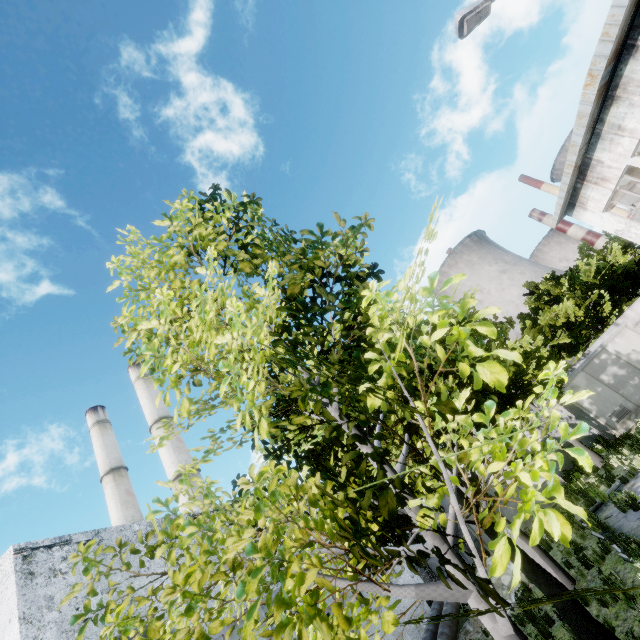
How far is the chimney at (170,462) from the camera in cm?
A: 2779

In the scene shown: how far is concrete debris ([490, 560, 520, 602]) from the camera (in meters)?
11.99

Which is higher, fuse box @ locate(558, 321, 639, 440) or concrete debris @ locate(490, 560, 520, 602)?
fuse box @ locate(558, 321, 639, 440)

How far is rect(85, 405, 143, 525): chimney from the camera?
29.0m

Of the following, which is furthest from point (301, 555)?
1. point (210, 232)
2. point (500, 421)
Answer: point (210, 232)

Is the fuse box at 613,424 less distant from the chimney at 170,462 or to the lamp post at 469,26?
the lamp post at 469,26

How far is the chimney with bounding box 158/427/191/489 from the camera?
27.79m

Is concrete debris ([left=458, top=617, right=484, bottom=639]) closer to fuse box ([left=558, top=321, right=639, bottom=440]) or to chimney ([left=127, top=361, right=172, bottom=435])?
fuse box ([left=558, top=321, right=639, bottom=440])
